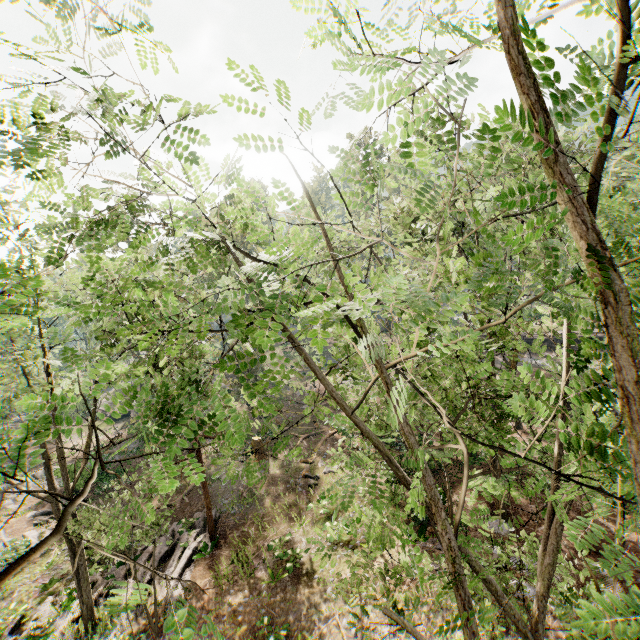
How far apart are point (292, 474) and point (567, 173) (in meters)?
24.62
